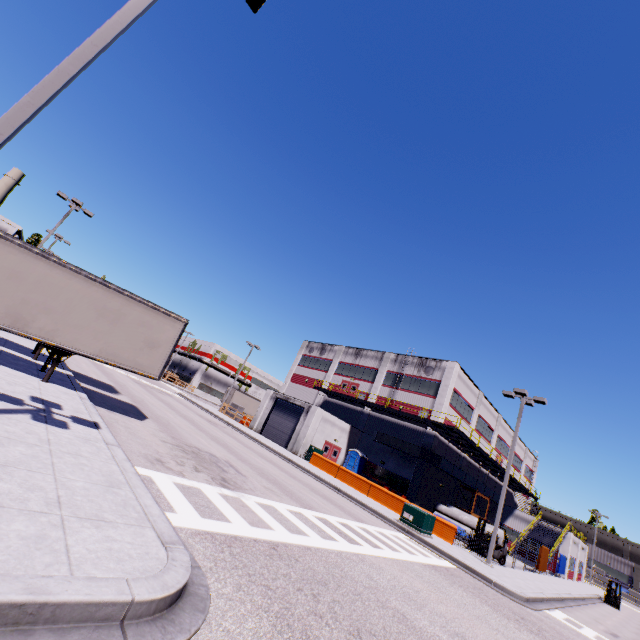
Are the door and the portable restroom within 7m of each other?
yes

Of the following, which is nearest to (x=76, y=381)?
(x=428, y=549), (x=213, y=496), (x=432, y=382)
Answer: (x=213, y=496)

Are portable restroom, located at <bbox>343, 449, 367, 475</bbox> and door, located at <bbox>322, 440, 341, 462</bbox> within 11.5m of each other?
yes

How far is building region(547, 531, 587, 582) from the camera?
38.1 meters

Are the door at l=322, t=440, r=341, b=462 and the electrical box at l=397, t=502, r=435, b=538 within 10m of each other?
no

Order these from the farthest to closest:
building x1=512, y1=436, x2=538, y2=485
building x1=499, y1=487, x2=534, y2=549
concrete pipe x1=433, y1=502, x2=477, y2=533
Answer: building x1=512, y1=436, x2=538, y2=485, building x1=499, y1=487, x2=534, y2=549, concrete pipe x1=433, y1=502, x2=477, y2=533

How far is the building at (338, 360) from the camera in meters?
31.2 m
